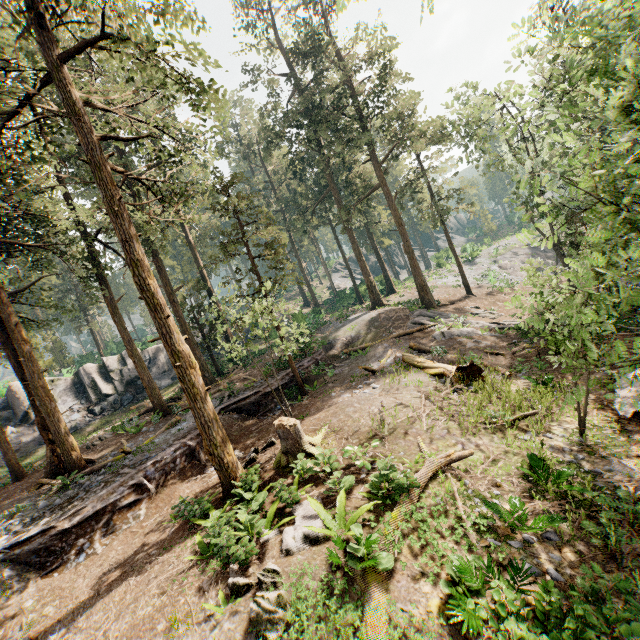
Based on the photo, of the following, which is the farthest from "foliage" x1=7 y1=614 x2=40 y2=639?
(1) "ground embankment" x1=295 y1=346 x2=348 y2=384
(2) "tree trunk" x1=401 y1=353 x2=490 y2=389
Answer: (2) "tree trunk" x1=401 y1=353 x2=490 y2=389

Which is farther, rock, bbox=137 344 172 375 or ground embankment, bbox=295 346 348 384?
rock, bbox=137 344 172 375

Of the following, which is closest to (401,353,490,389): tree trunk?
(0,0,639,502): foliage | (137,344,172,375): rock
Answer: (0,0,639,502): foliage

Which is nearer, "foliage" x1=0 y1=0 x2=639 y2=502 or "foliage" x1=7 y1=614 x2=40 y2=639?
"foliage" x1=0 y1=0 x2=639 y2=502

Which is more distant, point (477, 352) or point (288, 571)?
point (477, 352)

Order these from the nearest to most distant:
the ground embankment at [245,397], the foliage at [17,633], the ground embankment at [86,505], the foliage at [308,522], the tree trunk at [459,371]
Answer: the foliage at [308,522]
the foliage at [17,633]
the ground embankment at [86,505]
the tree trunk at [459,371]
the ground embankment at [245,397]

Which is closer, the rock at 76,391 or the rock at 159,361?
the rock at 76,391

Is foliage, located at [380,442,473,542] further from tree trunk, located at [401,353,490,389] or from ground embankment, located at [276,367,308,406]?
tree trunk, located at [401,353,490,389]
